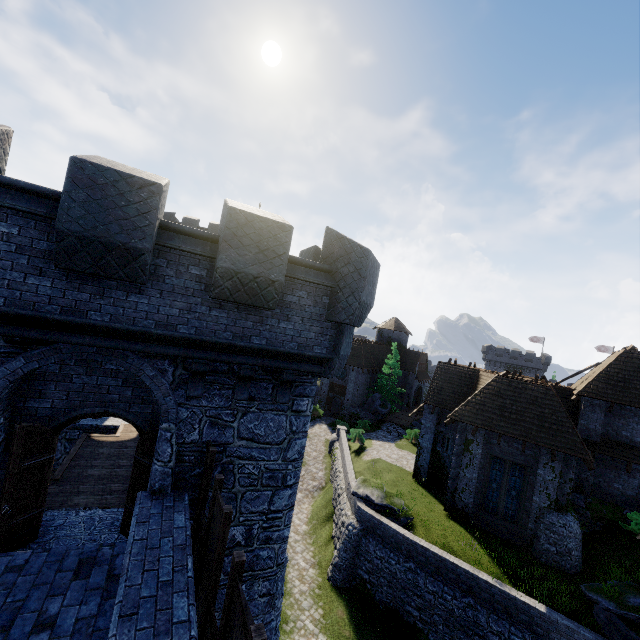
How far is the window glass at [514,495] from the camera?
18.4m

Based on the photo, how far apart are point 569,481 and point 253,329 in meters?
19.8 m

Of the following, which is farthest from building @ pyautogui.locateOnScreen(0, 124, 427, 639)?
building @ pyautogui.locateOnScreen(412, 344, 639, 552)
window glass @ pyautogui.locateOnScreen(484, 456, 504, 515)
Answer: window glass @ pyautogui.locateOnScreen(484, 456, 504, 515)

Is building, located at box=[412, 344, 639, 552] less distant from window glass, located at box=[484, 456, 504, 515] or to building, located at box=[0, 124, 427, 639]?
window glass, located at box=[484, 456, 504, 515]

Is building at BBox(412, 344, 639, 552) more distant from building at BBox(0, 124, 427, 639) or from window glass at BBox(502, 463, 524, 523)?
building at BBox(0, 124, 427, 639)

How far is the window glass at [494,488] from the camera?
18.9 meters
